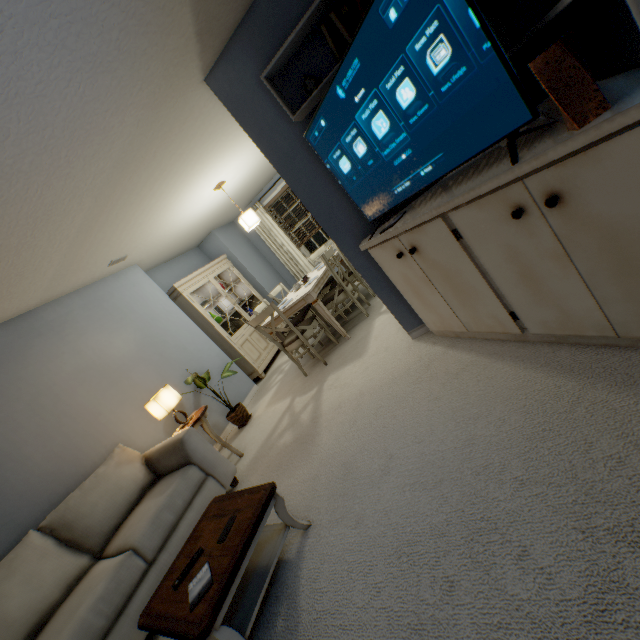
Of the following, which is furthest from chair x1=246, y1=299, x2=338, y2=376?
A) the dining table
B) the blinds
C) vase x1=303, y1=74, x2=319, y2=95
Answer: the blinds

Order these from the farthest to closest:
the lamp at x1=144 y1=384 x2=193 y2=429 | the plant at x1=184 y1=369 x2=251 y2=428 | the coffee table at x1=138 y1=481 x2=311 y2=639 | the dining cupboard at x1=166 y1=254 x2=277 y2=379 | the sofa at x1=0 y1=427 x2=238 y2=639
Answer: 1. the dining cupboard at x1=166 y1=254 x2=277 y2=379
2. the plant at x1=184 y1=369 x2=251 y2=428
3. the lamp at x1=144 y1=384 x2=193 y2=429
4. the sofa at x1=0 y1=427 x2=238 y2=639
5. the coffee table at x1=138 y1=481 x2=311 y2=639

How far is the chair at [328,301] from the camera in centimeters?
393cm

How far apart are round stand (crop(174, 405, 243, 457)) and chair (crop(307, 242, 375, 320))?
1.7 meters

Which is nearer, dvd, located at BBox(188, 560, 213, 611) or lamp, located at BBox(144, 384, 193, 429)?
dvd, located at BBox(188, 560, 213, 611)

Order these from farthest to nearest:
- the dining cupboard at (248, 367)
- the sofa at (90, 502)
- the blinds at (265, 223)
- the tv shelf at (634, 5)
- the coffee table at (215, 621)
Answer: the blinds at (265, 223), the dining cupboard at (248, 367), the sofa at (90, 502), the coffee table at (215, 621), the tv shelf at (634, 5)

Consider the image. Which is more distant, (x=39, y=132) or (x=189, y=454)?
(x=189, y=454)

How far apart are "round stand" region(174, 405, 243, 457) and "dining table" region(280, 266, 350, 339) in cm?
117
